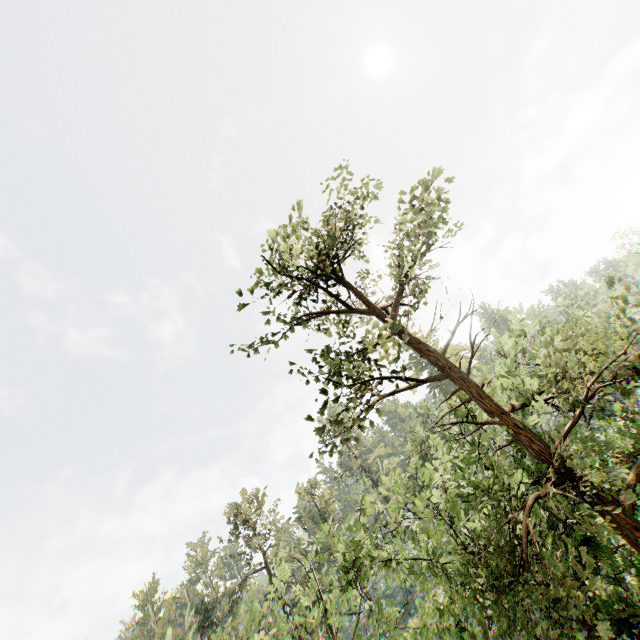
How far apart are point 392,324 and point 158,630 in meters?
65.6
